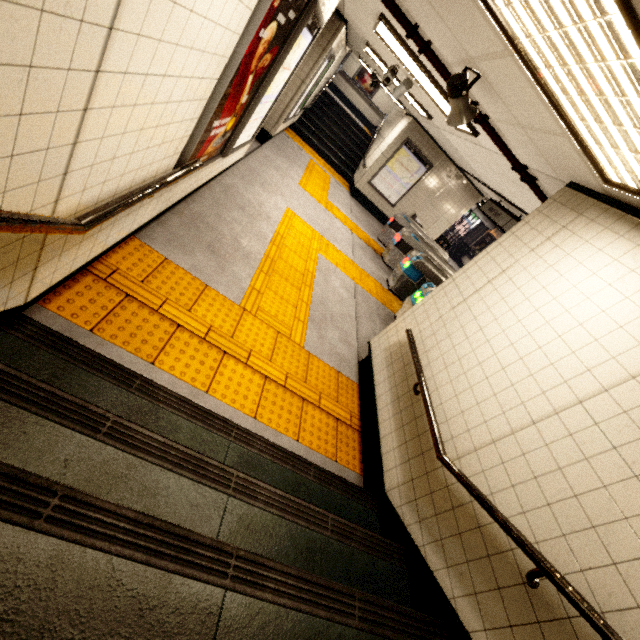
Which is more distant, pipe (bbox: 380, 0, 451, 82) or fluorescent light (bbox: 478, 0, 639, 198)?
pipe (bbox: 380, 0, 451, 82)

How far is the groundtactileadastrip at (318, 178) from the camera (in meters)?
8.30

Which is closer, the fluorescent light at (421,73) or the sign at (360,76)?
the fluorescent light at (421,73)

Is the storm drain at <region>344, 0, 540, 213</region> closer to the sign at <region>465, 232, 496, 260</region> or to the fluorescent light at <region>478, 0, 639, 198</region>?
the fluorescent light at <region>478, 0, 639, 198</region>

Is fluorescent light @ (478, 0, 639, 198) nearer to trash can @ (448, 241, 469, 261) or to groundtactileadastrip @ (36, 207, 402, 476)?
groundtactileadastrip @ (36, 207, 402, 476)

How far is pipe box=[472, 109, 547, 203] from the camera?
3.7 meters

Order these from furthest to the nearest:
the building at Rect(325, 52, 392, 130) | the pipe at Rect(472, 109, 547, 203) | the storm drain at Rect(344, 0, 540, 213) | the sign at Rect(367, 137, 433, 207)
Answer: the building at Rect(325, 52, 392, 130) → the sign at Rect(367, 137, 433, 207) → the storm drain at Rect(344, 0, 540, 213) → the pipe at Rect(472, 109, 547, 203)

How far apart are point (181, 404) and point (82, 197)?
1.3 meters
